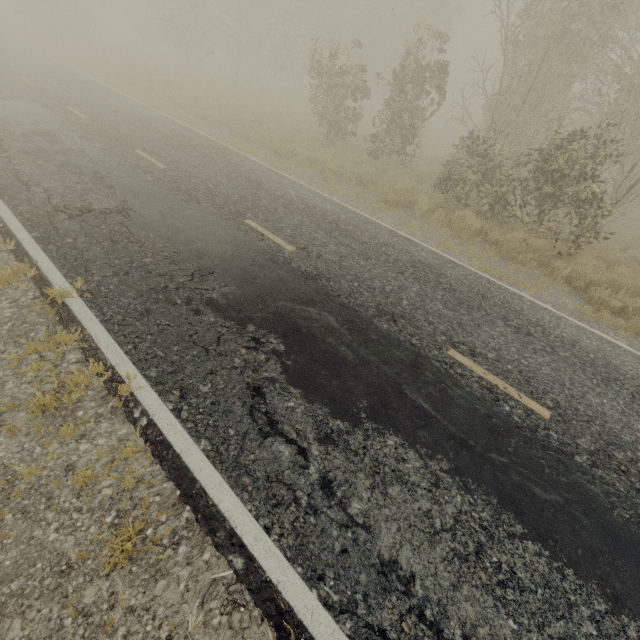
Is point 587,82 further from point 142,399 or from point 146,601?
point 146,601
